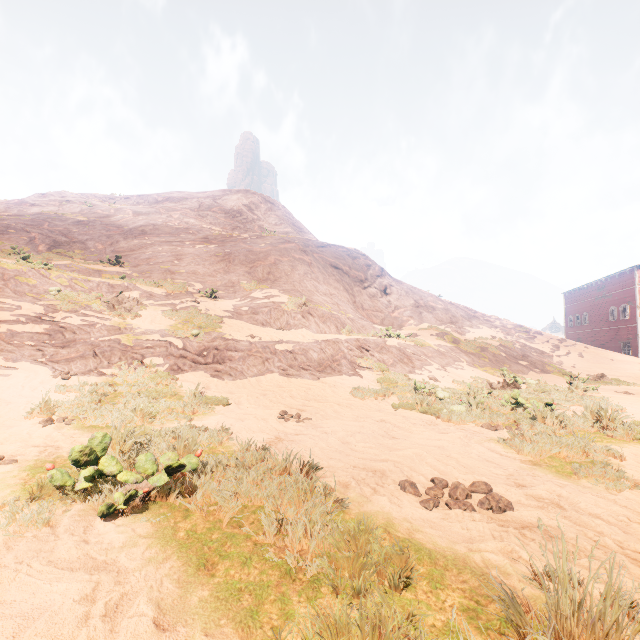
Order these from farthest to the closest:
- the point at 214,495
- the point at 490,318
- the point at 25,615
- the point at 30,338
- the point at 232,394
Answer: the point at 490,318, the point at 30,338, the point at 232,394, the point at 214,495, the point at 25,615

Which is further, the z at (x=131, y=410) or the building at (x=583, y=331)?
the building at (x=583, y=331)

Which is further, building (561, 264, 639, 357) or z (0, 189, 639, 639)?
building (561, 264, 639, 357)
